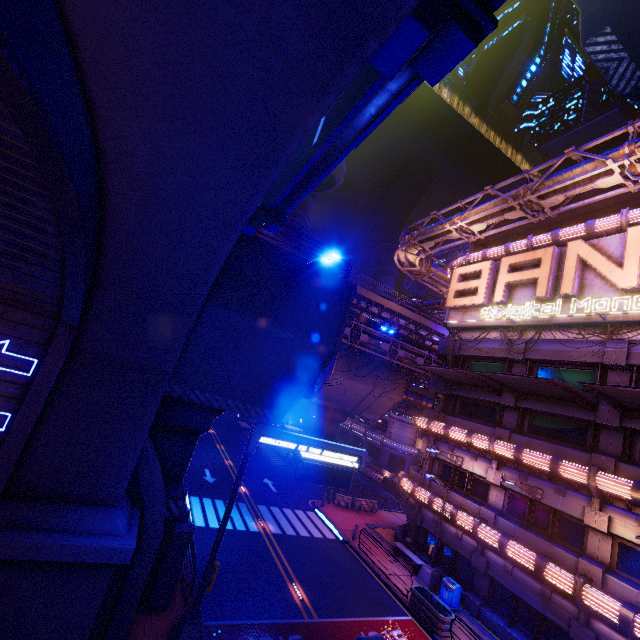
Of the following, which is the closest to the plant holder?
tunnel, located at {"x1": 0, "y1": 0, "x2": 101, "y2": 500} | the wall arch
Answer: the wall arch

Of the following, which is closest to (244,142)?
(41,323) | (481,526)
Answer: (41,323)

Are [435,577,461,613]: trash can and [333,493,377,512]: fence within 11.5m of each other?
yes

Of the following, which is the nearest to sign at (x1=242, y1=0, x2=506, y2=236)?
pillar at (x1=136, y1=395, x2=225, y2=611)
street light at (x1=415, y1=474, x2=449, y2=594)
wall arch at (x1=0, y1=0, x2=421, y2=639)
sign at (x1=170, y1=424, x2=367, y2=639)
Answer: wall arch at (x1=0, y1=0, x2=421, y2=639)

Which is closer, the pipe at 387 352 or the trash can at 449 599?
the trash can at 449 599

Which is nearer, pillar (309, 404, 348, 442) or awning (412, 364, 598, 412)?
awning (412, 364, 598, 412)

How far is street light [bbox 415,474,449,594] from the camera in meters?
18.8 m

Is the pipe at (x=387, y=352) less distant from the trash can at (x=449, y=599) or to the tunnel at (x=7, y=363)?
the tunnel at (x=7, y=363)
